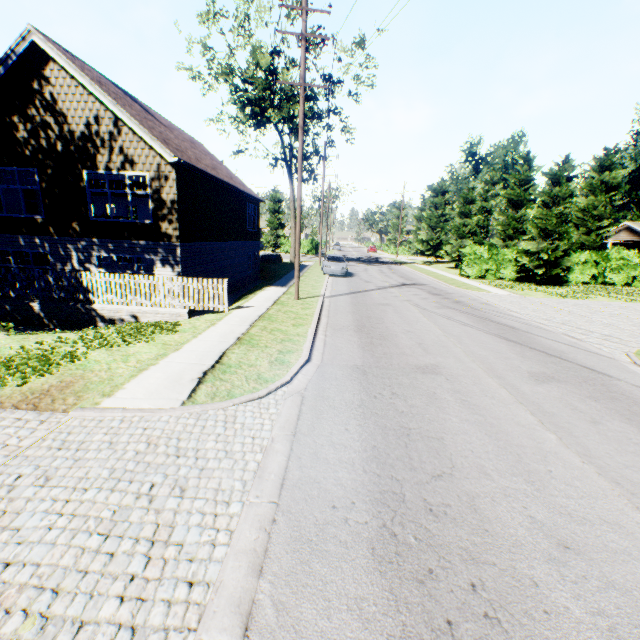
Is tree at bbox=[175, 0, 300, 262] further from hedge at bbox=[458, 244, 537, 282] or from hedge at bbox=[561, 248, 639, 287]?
hedge at bbox=[561, 248, 639, 287]

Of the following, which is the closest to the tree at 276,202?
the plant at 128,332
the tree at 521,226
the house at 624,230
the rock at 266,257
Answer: the rock at 266,257

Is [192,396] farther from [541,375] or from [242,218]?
[242,218]

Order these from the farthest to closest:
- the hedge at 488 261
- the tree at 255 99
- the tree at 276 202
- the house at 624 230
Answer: the tree at 276 202 → the house at 624 230 → the hedge at 488 261 → the tree at 255 99

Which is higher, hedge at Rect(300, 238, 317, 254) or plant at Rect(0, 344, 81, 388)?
hedge at Rect(300, 238, 317, 254)

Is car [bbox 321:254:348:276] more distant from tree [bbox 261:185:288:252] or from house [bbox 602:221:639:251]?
house [bbox 602:221:639:251]

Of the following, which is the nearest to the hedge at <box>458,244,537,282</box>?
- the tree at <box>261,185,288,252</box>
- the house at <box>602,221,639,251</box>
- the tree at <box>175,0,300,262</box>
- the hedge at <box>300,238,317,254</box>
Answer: the house at <box>602,221,639,251</box>

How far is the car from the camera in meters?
25.2 m
